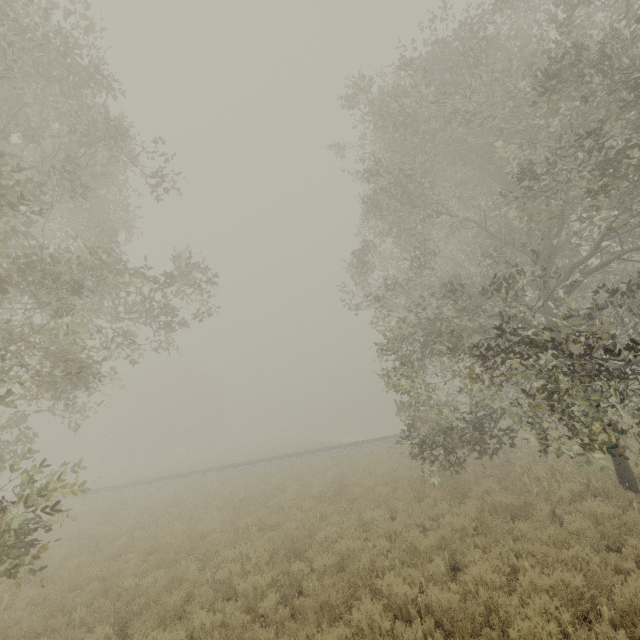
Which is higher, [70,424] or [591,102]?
[591,102]
